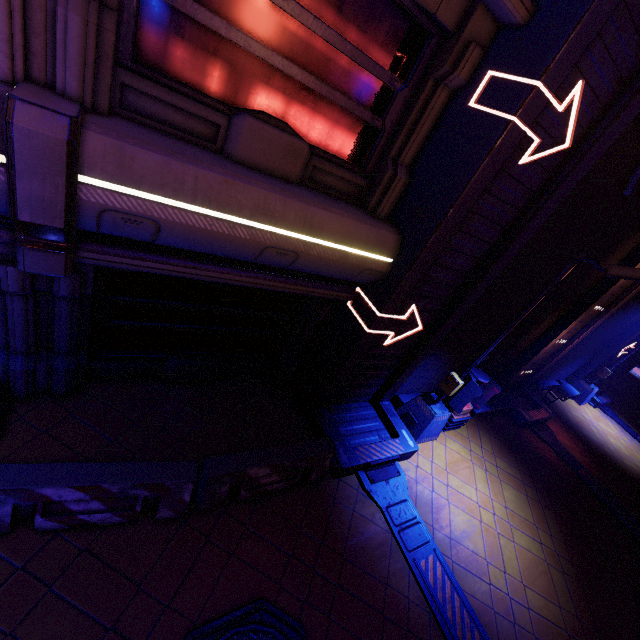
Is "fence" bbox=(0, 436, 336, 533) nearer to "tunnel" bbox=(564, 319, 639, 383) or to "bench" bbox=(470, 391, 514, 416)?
"bench" bbox=(470, 391, 514, 416)

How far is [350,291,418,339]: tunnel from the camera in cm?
612

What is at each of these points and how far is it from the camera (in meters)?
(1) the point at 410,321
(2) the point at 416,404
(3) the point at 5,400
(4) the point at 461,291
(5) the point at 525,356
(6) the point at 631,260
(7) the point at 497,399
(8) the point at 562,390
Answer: (1) tunnel, 6.97
(2) street light, 8.74
(3) fence, 4.89
(4) tunnel, 6.94
(5) tunnel, 11.80
(6) tunnel, 9.65
(7) bench, 11.12
(8) bench, 14.60

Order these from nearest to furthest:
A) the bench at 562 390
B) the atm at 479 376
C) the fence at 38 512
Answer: the fence at 38 512 → the atm at 479 376 → the bench at 562 390

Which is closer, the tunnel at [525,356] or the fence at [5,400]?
the fence at [5,400]

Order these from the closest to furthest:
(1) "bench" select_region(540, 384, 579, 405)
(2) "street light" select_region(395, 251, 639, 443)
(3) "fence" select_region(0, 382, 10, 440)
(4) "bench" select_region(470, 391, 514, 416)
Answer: (3) "fence" select_region(0, 382, 10, 440) → (2) "street light" select_region(395, 251, 639, 443) → (4) "bench" select_region(470, 391, 514, 416) → (1) "bench" select_region(540, 384, 579, 405)

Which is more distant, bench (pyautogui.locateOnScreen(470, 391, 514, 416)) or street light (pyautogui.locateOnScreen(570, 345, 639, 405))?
street light (pyautogui.locateOnScreen(570, 345, 639, 405))

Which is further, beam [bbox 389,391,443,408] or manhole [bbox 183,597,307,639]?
beam [bbox 389,391,443,408]
